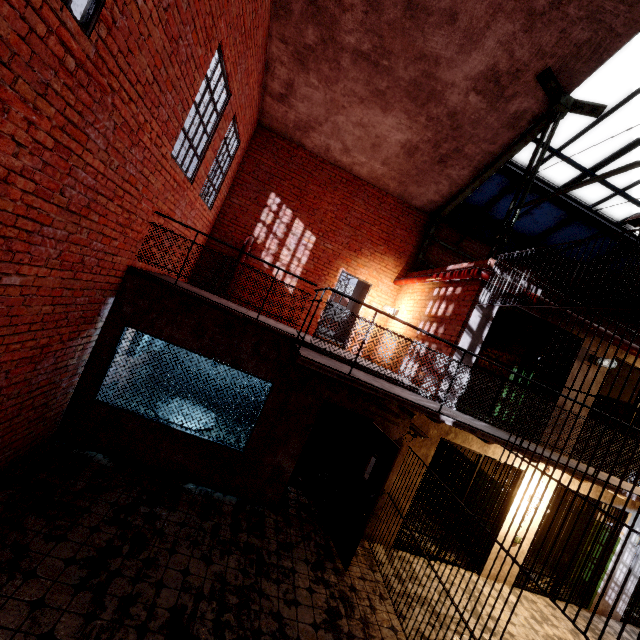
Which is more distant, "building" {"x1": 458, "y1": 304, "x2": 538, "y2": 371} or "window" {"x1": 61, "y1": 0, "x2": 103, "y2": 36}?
"building" {"x1": 458, "y1": 304, "x2": 538, "y2": 371}

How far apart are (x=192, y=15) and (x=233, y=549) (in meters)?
7.26

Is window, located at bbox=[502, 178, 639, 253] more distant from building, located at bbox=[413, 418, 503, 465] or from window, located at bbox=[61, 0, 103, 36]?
window, located at bbox=[61, 0, 103, 36]

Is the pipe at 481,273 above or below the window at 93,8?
above

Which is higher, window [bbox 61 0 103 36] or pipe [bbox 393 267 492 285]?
pipe [bbox 393 267 492 285]

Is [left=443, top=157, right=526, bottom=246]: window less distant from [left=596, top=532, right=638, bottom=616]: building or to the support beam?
the support beam

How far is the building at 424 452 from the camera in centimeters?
628cm

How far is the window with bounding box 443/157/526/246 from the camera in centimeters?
816cm
